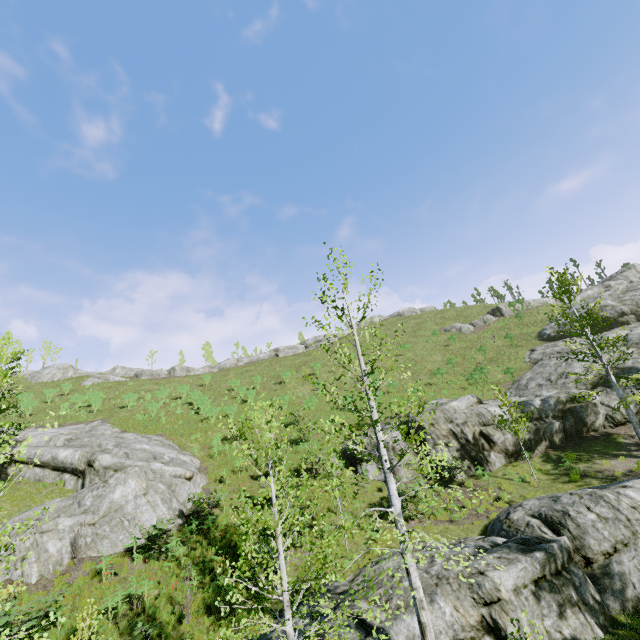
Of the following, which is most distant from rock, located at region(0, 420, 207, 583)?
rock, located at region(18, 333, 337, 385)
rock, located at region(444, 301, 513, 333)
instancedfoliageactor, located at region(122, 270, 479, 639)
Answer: rock, located at region(444, 301, 513, 333)

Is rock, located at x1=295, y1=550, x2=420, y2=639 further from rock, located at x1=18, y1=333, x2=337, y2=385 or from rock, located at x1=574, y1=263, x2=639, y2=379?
rock, located at x1=18, y1=333, x2=337, y2=385

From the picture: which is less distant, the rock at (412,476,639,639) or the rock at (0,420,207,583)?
the rock at (412,476,639,639)

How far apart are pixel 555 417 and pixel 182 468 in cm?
2301

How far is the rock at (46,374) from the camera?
43.6m

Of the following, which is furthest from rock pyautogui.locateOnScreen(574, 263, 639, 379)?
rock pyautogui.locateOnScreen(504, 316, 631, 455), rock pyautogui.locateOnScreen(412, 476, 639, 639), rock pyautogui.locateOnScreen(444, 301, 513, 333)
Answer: rock pyautogui.locateOnScreen(412, 476, 639, 639)

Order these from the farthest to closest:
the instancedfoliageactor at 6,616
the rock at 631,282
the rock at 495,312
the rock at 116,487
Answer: the rock at 495,312, the rock at 631,282, the rock at 116,487, the instancedfoliageactor at 6,616
